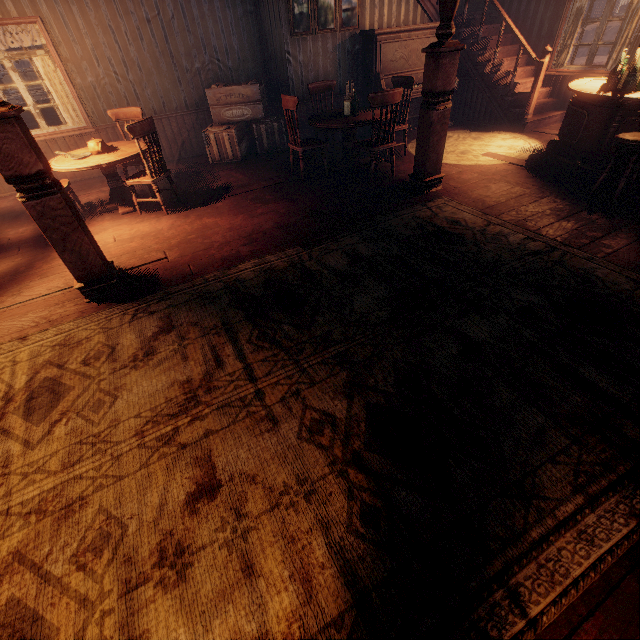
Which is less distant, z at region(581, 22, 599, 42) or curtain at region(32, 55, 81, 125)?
curtain at region(32, 55, 81, 125)

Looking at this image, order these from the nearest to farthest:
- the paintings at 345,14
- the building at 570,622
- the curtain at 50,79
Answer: the building at 570,622 → the curtain at 50,79 → the paintings at 345,14

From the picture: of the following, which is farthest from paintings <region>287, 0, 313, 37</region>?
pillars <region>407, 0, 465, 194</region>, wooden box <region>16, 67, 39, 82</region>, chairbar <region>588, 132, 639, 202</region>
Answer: wooden box <region>16, 67, 39, 82</region>

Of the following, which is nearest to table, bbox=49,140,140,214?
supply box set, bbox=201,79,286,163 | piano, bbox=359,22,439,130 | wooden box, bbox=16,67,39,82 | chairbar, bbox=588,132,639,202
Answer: supply box set, bbox=201,79,286,163

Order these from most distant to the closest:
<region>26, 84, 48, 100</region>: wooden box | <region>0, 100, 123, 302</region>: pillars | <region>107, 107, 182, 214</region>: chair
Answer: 1. <region>26, 84, 48, 100</region>: wooden box
2. <region>107, 107, 182, 214</region>: chair
3. <region>0, 100, 123, 302</region>: pillars

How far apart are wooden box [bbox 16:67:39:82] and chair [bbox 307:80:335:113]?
17.8 meters

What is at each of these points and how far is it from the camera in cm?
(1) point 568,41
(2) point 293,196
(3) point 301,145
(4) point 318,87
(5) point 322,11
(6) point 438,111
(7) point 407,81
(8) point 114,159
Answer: (1) curtain, 650
(2) building, 506
(3) chair, 521
(4) chair, 593
(5) paintings, 599
(6) pillars, 407
(7) chair, 546
(8) table, 444

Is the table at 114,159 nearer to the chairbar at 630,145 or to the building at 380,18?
the building at 380,18
